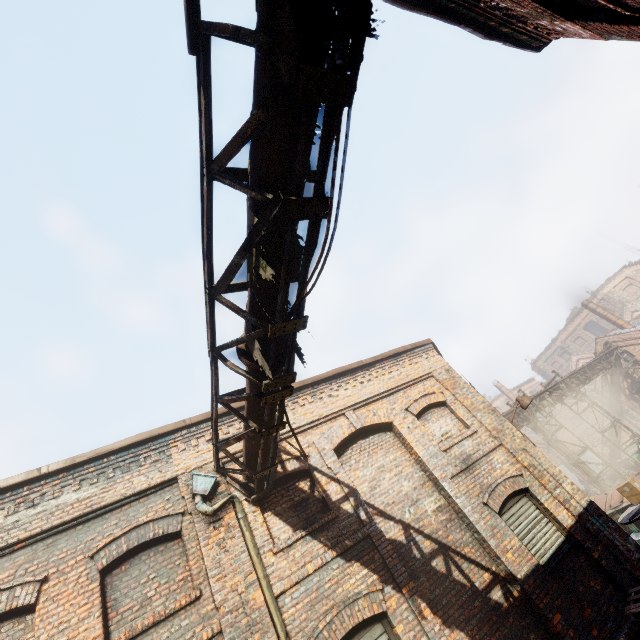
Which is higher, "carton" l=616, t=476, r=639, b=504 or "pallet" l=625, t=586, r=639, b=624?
"carton" l=616, t=476, r=639, b=504

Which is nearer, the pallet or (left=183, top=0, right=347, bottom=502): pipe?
(left=183, top=0, right=347, bottom=502): pipe

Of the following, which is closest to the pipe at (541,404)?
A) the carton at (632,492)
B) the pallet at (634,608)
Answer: the carton at (632,492)

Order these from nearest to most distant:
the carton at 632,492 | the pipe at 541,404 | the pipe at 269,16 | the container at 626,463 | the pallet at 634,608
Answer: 1. the pipe at 269,16
2. the pallet at 634,608
3. the carton at 632,492
4. the pipe at 541,404
5. the container at 626,463

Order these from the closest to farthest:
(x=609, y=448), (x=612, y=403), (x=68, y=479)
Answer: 1. (x=68, y=479)
2. (x=612, y=403)
3. (x=609, y=448)

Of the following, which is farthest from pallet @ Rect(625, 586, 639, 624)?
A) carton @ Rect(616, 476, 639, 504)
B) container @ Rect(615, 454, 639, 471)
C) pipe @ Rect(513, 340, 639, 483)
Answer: container @ Rect(615, 454, 639, 471)

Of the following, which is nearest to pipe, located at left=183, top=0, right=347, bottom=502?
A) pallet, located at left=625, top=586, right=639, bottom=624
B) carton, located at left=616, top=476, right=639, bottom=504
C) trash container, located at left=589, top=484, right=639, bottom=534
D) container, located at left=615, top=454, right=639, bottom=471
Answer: pallet, located at left=625, top=586, right=639, bottom=624

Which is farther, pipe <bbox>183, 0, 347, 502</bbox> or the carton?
the carton
